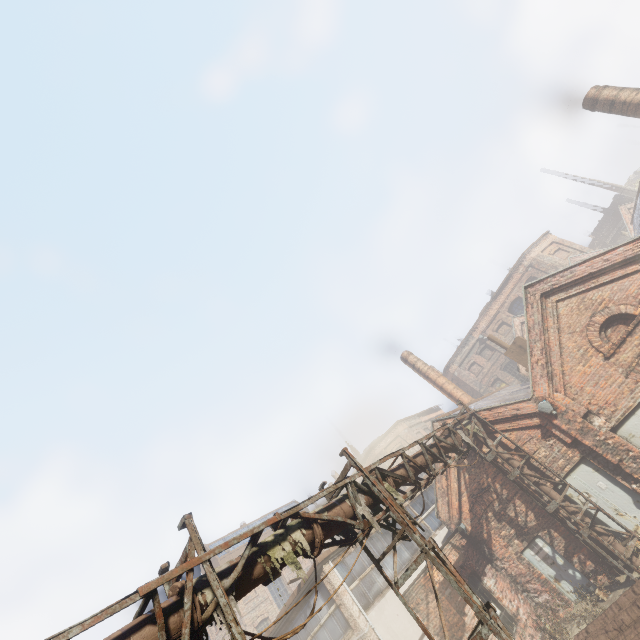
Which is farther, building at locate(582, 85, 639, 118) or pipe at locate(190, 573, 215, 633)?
building at locate(582, 85, 639, 118)

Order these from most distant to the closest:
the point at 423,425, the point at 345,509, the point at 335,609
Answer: the point at 423,425 < the point at 335,609 < the point at 345,509

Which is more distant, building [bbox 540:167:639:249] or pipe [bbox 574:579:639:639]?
building [bbox 540:167:639:249]

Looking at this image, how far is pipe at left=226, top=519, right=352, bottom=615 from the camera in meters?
4.7 m

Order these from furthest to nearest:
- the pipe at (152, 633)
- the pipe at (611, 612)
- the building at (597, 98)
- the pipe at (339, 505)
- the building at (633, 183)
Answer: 1. the building at (633, 183)
2. the building at (597, 98)
3. the pipe at (611, 612)
4. the pipe at (339, 505)
5. the pipe at (152, 633)

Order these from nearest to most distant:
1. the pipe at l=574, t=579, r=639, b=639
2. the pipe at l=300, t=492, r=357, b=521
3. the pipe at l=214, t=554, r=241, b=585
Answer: the pipe at l=214, t=554, r=241, b=585 < the pipe at l=300, t=492, r=357, b=521 < the pipe at l=574, t=579, r=639, b=639

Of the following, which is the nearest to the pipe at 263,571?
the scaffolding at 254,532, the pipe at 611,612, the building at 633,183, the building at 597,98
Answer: the scaffolding at 254,532
